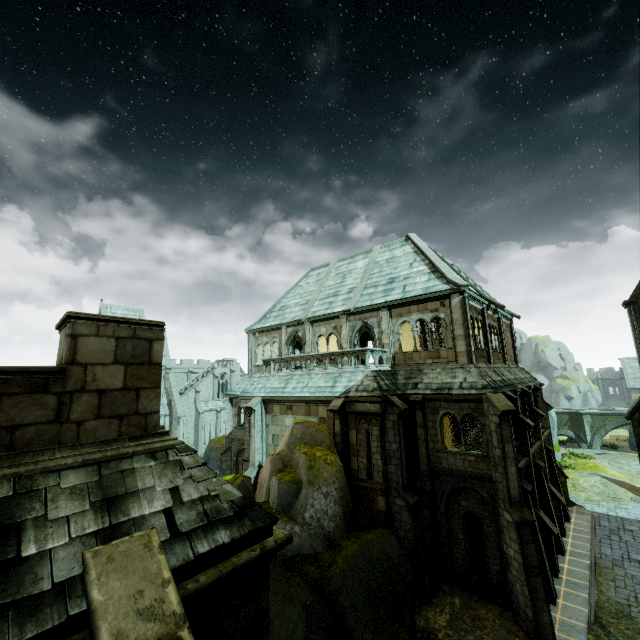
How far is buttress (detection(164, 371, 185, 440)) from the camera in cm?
4231

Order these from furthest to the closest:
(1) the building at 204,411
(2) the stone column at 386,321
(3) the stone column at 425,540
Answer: (1) the building at 204,411, (2) the stone column at 386,321, (3) the stone column at 425,540

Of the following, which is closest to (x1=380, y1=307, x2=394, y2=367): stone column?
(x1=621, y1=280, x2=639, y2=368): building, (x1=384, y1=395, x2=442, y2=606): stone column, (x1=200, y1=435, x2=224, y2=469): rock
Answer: (x1=384, y1=395, x2=442, y2=606): stone column

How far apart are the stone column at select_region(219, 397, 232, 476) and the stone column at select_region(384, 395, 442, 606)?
15.6m

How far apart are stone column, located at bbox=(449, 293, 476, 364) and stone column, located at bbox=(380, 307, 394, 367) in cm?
343

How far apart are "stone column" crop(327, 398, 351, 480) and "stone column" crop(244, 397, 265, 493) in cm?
613

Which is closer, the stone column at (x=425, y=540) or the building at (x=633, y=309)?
the stone column at (x=425, y=540)

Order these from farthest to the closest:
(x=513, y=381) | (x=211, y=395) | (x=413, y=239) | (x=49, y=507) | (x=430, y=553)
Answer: (x=211, y=395), (x=413, y=239), (x=513, y=381), (x=430, y=553), (x=49, y=507)
